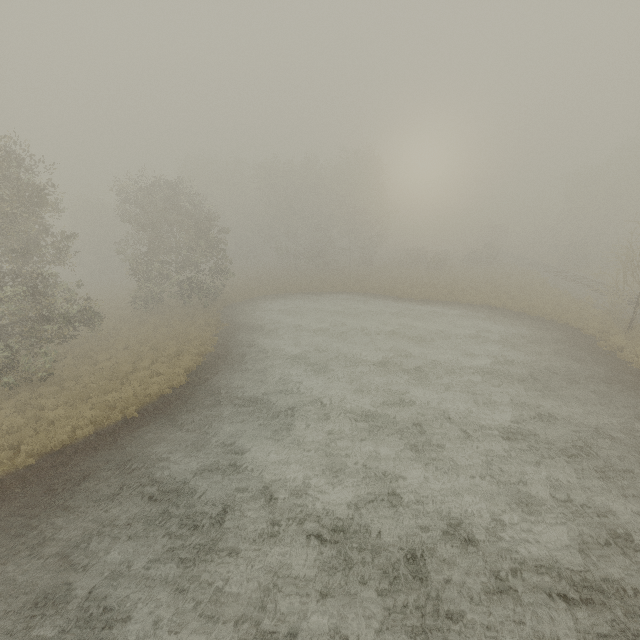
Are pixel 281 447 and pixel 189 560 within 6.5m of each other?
yes
